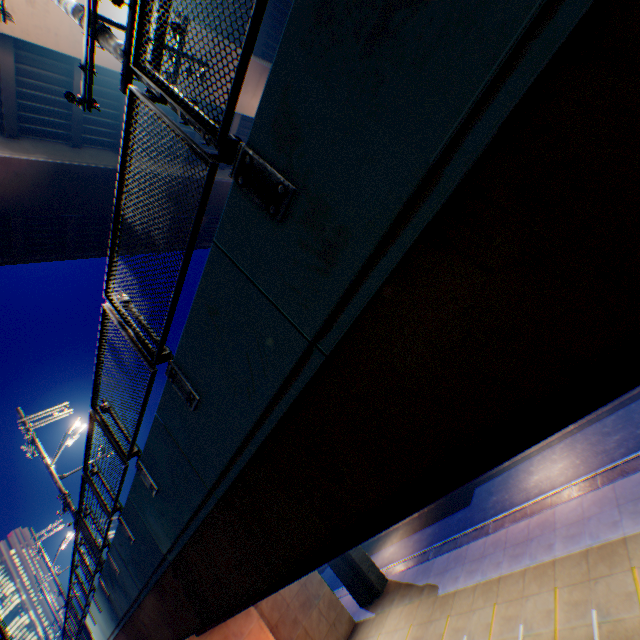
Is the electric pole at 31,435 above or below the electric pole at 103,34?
above

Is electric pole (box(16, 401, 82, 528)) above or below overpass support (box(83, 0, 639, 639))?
above

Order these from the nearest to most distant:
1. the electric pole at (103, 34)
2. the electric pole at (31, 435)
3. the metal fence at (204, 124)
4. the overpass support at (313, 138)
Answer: the overpass support at (313, 138) < the metal fence at (204, 124) < the electric pole at (103, 34) < the electric pole at (31, 435)

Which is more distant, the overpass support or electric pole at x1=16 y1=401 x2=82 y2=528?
electric pole at x1=16 y1=401 x2=82 y2=528

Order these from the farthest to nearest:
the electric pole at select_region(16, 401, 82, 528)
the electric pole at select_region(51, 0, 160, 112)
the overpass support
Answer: the electric pole at select_region(16, 401, 82, 528), the electric pole at select_region(51, 0, 160, 112), the overpass support

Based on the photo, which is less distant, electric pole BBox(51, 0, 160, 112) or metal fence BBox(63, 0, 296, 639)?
metal fence BBox(63, 0, 296, 639)

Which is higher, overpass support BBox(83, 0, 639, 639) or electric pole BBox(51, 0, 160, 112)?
electric pole BBox(51, 0, 160, 112)

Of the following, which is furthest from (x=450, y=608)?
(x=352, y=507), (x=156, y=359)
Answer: (x=156, y=359)
